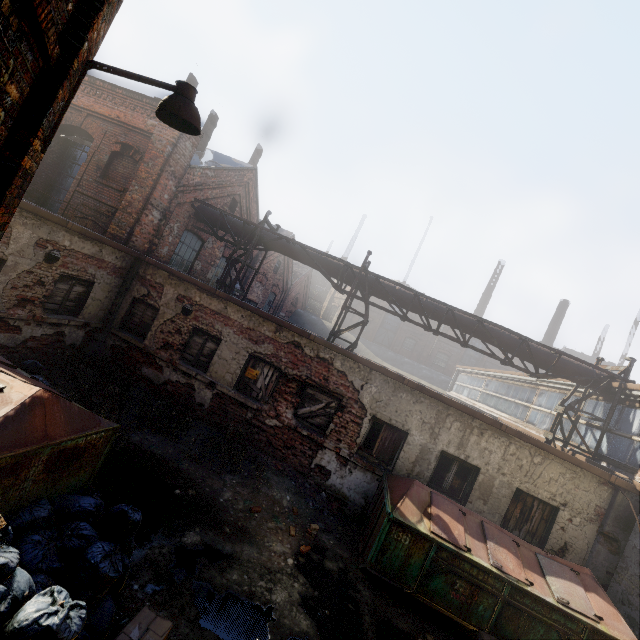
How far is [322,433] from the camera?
8.6 meters

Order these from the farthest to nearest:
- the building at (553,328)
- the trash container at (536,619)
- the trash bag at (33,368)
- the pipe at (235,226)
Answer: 1. the building at (553,328)
2. the pipe at (235,226)
3. the trash bag at (33,368)
4. the trash container at (536,619)

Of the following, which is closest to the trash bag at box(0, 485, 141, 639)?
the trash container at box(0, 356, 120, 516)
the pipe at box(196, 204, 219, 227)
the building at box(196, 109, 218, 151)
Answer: the trash container at box(0, 356, 120, 516)

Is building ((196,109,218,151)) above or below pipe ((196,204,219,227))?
above

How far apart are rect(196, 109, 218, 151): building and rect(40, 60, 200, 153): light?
12.4 meters

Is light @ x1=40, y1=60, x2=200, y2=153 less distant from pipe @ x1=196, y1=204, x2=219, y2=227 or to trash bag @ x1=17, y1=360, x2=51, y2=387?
trash bag @ x1=17, y1=360, x2=51, y2=387

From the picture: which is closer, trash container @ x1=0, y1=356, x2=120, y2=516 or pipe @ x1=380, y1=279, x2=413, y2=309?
trash container @ x1=0, y1=356, x2=120, y2=516

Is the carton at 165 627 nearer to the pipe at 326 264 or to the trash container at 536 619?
the trash container at 536 619
